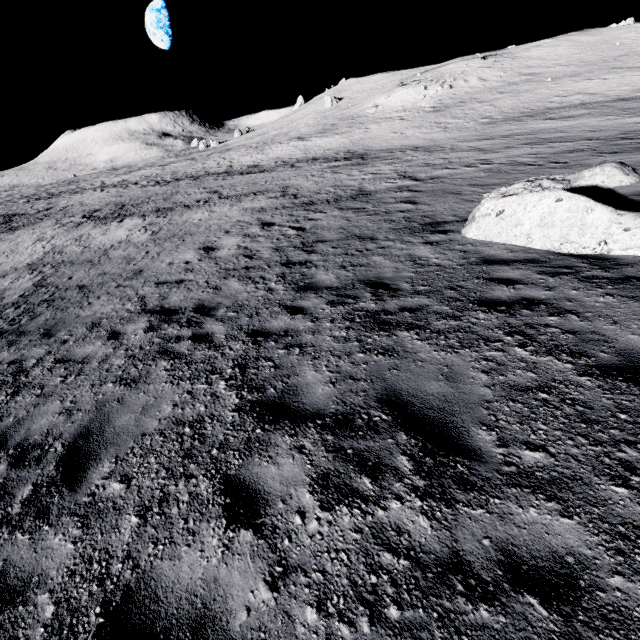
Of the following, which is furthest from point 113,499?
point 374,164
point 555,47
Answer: point 555,47
